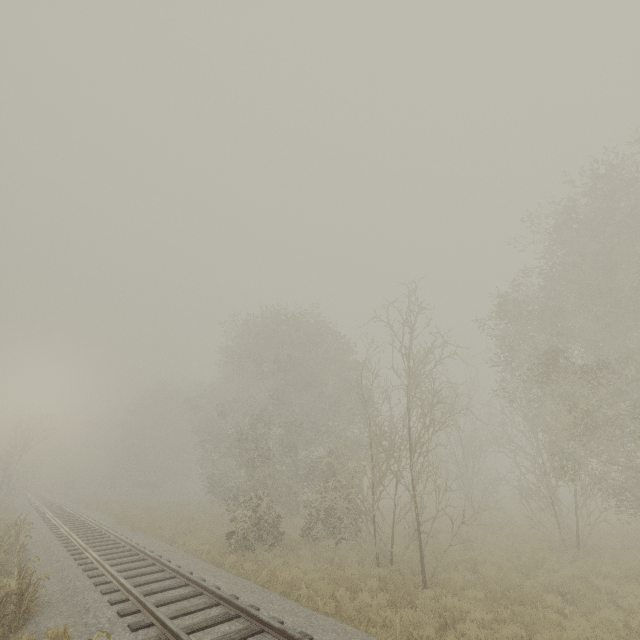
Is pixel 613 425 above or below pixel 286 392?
below
